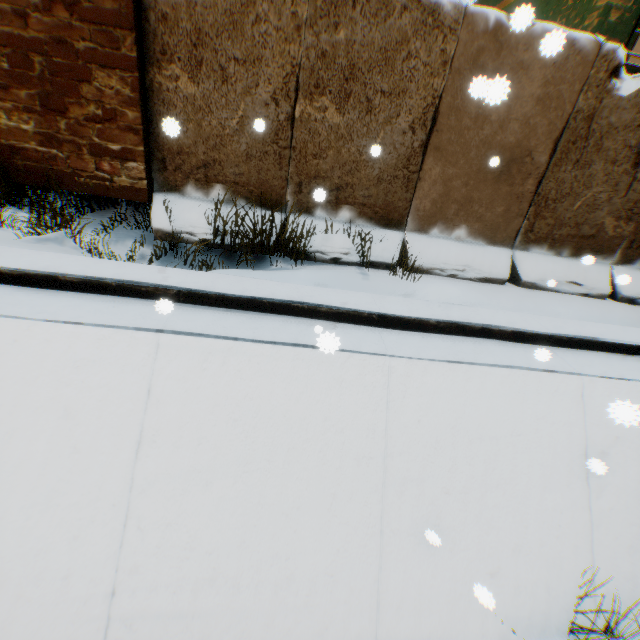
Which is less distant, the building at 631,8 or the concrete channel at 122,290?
the concrete channel at 122,290

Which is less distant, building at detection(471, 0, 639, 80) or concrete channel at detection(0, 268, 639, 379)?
concrete channel at detection(0, 268, 639, 379)

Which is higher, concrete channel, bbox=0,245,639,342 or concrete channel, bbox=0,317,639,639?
concrete channel, bbox=0,245,639,342

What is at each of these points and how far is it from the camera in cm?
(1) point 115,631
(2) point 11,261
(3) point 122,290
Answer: (1) concrete channel, 246
(2) concrete channel, 317
(3) concrete channel, 326

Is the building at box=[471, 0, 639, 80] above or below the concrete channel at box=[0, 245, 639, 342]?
above

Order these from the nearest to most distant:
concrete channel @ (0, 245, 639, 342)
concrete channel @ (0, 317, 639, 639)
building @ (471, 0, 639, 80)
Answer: concrete channel @ (0, 317, 639, 639), concrete channel @ (0, 245, 639, 342), building @ (471, 0, 639, 80)
